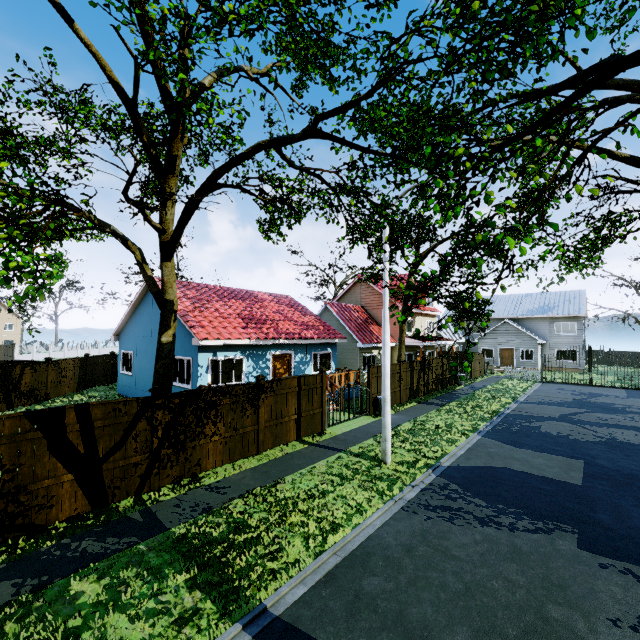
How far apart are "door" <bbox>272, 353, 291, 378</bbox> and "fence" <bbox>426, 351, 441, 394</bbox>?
9.0m

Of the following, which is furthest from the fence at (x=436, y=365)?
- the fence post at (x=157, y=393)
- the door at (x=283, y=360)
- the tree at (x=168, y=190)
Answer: the fence post at (x=157, y=393)

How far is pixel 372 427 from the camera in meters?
14.1 m

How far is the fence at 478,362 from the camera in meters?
29.9

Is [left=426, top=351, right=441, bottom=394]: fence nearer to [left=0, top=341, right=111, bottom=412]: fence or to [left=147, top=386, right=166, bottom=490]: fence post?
[left=0, top=341, right=111, bottom=412]: fence

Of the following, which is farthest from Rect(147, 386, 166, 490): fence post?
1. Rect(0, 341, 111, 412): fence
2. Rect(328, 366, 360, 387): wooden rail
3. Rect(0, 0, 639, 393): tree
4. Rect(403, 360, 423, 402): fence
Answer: Rect(403, 360, 423, 402): fence

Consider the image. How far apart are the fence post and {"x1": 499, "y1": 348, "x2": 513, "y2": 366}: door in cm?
3836

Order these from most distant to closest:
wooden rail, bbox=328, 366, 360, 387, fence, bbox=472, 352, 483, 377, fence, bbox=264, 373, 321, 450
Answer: fence, bbox=472, 352, 483, 377 → wooden rail, bbox=328, 366, 360, 387 → fence, bbox=264, 373, 321, 450
